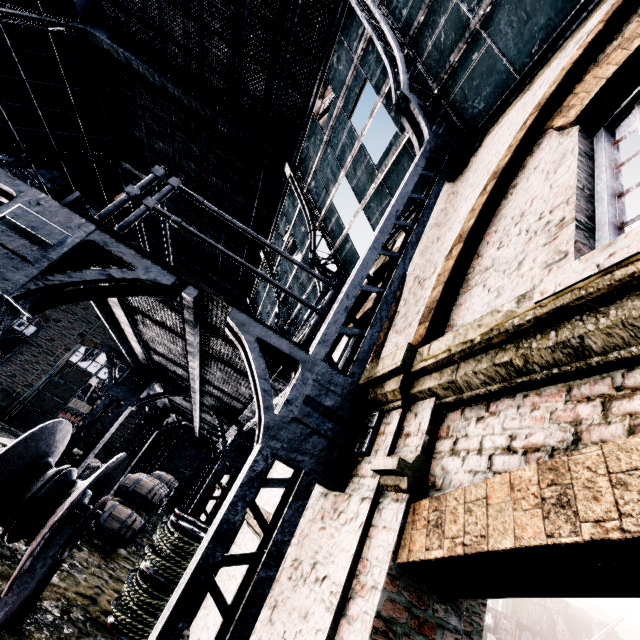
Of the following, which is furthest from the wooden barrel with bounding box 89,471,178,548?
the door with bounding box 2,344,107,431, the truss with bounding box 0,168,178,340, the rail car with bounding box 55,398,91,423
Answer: the rail car with bounding box 55,398,91,423

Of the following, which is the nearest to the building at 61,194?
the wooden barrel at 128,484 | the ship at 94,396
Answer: the wooden barrel at 128,484

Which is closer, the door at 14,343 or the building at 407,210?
the building at 407,210

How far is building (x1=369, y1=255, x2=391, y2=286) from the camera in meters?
8.1

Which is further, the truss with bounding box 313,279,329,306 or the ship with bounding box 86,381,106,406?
the ship with bounding box 86,381,106,406

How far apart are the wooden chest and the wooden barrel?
1.0 meters

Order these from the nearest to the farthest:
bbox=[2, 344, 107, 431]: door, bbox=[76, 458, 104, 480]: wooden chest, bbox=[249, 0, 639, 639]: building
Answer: bbox=[249, 0, 639, 639]: building < bbox=[76, 458, 104, 480]: wooden chest < bbox=[2, 344, 107, 431]: door

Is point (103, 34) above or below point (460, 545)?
above
